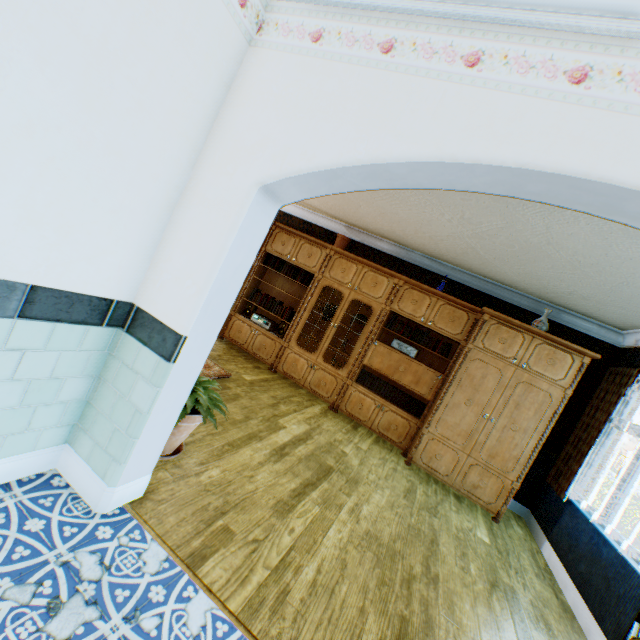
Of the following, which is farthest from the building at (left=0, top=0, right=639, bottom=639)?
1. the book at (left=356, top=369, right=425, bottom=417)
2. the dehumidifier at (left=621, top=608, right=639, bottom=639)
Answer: the book at (left=356, top=369, right=425, bottom=417)

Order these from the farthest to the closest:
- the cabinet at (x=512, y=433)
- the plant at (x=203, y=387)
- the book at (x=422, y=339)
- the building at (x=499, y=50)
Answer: the book at (x=422, y=339)
the cabinet at (x=512, y=433)
the plant at (x=203, y=387)
the building at (x=499, y=50)

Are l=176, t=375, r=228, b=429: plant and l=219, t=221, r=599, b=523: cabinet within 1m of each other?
no

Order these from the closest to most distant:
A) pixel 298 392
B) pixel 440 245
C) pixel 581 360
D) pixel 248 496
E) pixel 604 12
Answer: pixel 604 12 < pixel 248 496 < pixel 581 360 < pixel 440 245 < pixel 298 392

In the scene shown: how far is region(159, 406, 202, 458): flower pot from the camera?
2.4m

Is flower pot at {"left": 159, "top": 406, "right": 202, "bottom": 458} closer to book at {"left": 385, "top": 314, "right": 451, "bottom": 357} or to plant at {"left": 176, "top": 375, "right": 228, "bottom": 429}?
plant at {"left": 176, "top": 375, "right": 228, "bottom": 429}

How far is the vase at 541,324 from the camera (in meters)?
4.59

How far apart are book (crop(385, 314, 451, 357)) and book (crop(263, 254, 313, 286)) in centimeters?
161cm
